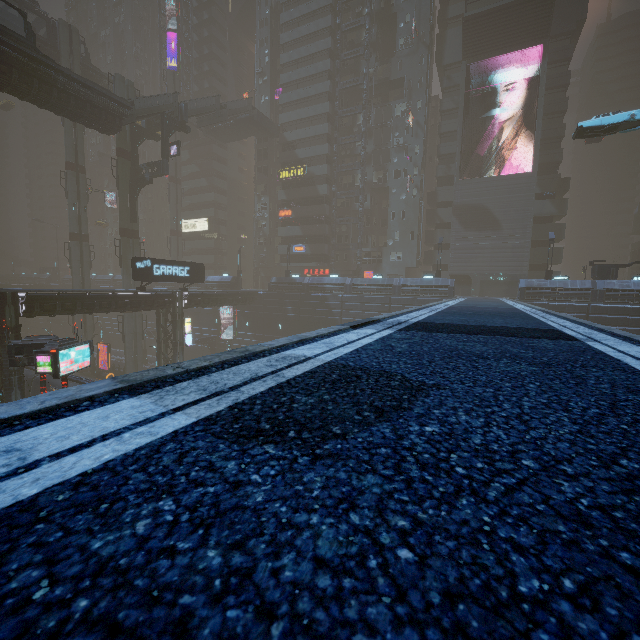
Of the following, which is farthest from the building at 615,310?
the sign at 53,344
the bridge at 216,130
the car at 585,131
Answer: the car at 585,131

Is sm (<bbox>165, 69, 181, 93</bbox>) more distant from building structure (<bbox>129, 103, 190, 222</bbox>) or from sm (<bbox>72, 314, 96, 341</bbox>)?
sm (<bbox>72, 314, 96, 341</bbox>)

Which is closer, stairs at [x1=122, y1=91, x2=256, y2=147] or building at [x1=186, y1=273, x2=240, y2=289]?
stairs at [x1=122, y1=91, x2=256, y2=147]

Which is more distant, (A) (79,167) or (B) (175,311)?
(A) (79,167)

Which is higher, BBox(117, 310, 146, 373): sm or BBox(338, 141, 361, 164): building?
BBox(338, 141, 361, 164): building

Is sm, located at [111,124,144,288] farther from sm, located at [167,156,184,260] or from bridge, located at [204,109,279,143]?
bridge, located at [204,109,279,143]

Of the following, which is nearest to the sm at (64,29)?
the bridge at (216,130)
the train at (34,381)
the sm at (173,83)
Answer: the train at (34,381)

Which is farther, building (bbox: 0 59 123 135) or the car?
building (bbox: 0 59 123 135)
